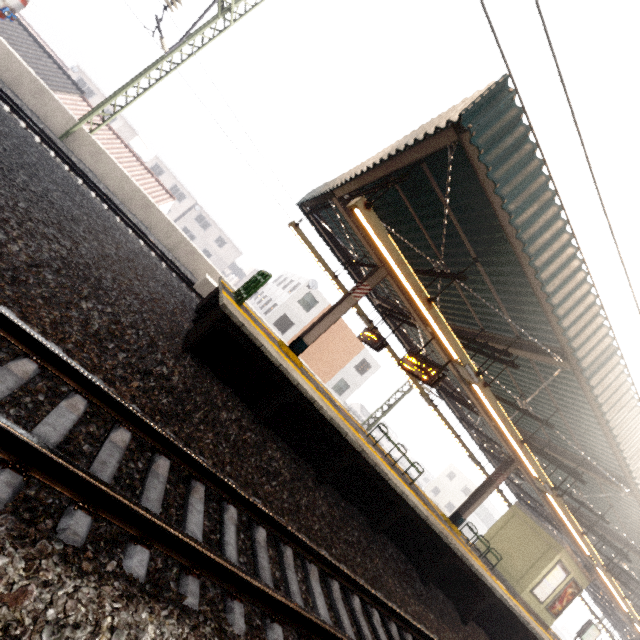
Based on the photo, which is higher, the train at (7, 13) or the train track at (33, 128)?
the train at (7, 13)

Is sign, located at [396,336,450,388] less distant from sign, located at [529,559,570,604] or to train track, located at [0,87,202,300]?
train track, located at [0,87,202,300]

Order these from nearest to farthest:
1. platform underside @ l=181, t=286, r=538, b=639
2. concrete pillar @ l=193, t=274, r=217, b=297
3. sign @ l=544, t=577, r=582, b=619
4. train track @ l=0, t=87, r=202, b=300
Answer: platform underside @ l=181, t=286, r=538, b=639 → train track @ l=0, t=87, r=202, b=300 → concrete pillar @ l=193, t=274, r=217, b=297 → sign @ l=544, t=577, r=582, b=619

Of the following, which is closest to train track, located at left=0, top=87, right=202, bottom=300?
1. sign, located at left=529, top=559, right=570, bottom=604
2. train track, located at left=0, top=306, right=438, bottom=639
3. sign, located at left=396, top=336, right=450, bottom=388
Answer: sign, located at left=396, top=336, right=450, bottom=388

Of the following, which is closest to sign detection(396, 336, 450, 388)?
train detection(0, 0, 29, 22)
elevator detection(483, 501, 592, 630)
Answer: elevator detection(483, 501, 592, 630)

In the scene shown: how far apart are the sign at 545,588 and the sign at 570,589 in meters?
0.3 m

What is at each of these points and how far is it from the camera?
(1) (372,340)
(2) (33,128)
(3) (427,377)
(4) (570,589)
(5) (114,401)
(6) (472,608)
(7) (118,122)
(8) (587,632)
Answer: (1) sign, 11.07m
(2) train track, 9.91m
(3) sign, 8.08m
(4) sign, 13.74m
(5) train track, 3.17m
(6) platform underside, 8.28m
(7) building, 42.19m
(8) sign, 17.36m

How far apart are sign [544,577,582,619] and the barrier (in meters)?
17.77
